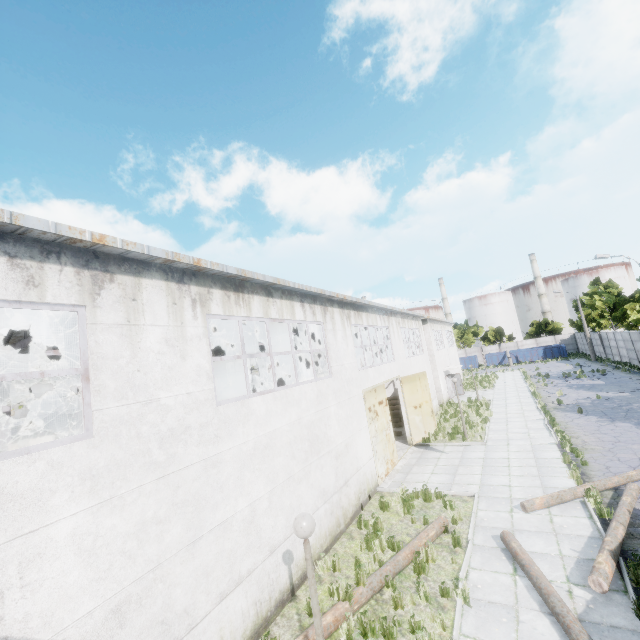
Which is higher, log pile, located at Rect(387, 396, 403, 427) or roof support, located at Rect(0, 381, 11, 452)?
roof support, located at Rect(0, 381, 11, 452)

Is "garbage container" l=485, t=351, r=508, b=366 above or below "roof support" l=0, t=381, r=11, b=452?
below

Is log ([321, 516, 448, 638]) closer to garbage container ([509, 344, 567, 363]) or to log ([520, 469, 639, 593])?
log ([520, 469, 639, 593])

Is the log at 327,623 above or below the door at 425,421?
below

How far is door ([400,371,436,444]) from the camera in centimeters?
1852cm

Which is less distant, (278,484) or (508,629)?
(508,629)

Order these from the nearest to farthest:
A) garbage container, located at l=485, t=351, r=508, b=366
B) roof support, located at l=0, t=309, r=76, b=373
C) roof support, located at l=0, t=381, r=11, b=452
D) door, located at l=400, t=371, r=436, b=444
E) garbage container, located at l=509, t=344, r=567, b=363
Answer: roof support, located at l=0, t=309, r=76, b=373 < roof support, located at l=0, t=381, r=11, b=452 < door, located at l=400, t=371, r=436, b=444 < garbage container, located at l=509, t=344, r=567, b=363 < garbage container, located at l=485, t=351, r=508, b=366

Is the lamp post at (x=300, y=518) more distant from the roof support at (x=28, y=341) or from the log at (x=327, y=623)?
the roof support at (x=28, y=341)
